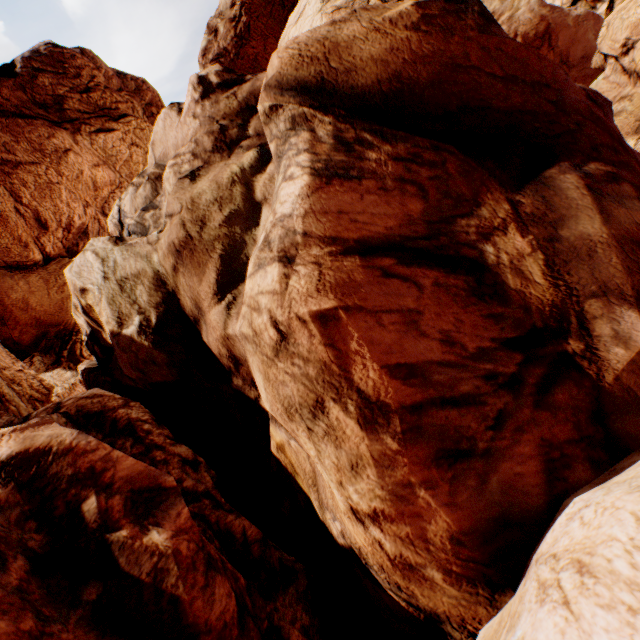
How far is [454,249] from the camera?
5.14m
